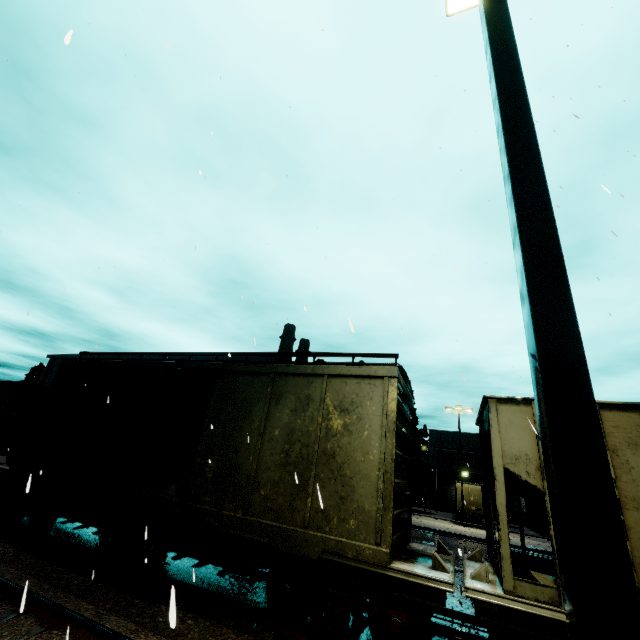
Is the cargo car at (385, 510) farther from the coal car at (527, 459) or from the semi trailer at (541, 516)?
the semi trailer at (541, 516)

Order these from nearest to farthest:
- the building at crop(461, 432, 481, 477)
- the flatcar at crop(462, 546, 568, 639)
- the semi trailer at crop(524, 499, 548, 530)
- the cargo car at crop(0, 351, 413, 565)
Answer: the flatcar at crop(462, 546, 568, 639), the cargo car at crop(0, 351, 413, 565), the semi trailer at crop(524, 499, 548, 530), the building at crop(461, 432, 481, 477)

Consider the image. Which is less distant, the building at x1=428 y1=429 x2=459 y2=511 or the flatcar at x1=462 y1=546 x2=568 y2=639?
the flatcar at x1=462 y1=546 x2=568 y2=639

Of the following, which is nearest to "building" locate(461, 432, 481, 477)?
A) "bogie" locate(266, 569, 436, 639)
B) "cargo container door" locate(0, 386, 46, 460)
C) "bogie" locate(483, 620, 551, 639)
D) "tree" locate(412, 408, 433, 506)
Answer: "tree" locate(412, 408, 433, 506)

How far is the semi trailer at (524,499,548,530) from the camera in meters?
30.6

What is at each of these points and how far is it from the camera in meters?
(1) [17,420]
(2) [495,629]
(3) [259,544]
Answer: (1) cargo container door, 11.1 m
(2) bogie, 4.8 m
(3) flatcar, 6.2 m

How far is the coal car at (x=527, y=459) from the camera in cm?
461

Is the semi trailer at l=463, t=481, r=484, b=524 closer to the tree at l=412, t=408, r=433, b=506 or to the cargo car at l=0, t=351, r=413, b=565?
the cargo car at l=0, t=351, r=413, b=565
